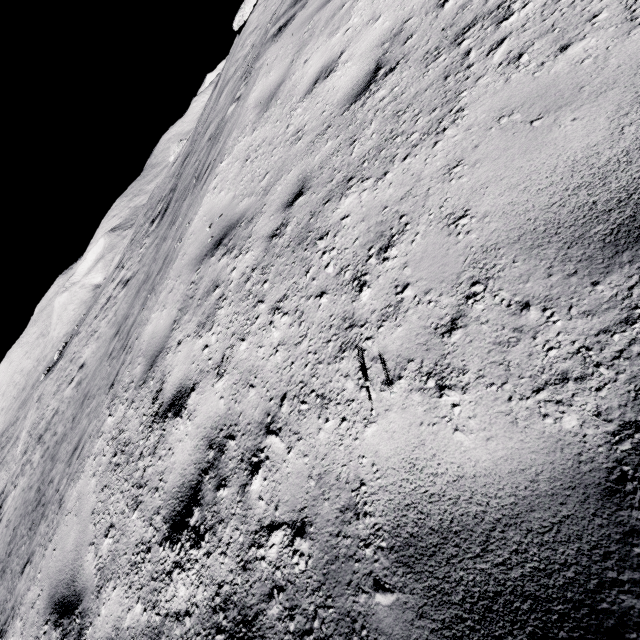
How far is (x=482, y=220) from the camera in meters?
1.5 m
